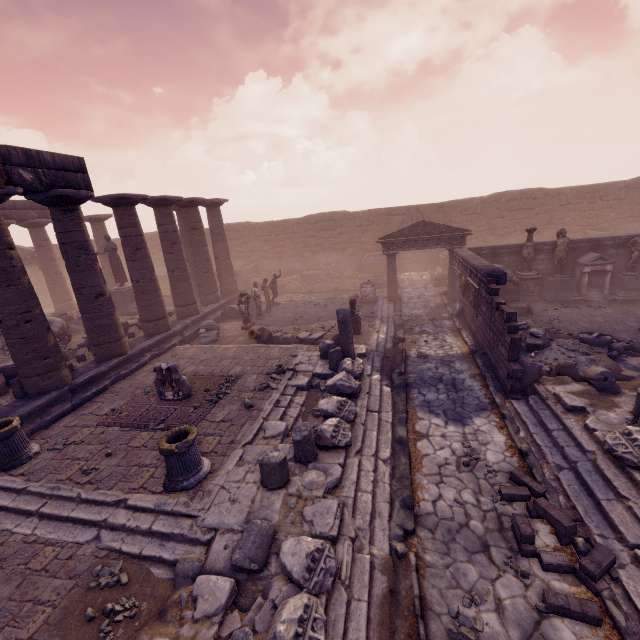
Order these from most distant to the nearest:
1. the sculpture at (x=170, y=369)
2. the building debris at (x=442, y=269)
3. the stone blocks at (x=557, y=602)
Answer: the building debris at (x=442, y=269)
the sculpture at (x=170, y=369)
the stone blocks at (x=557, y=602)

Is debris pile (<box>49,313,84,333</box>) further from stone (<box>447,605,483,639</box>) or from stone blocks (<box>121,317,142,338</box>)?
stone (<box>447,605,483,639</box>)

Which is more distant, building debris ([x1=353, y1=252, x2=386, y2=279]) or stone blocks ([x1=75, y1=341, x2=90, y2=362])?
building debris ([x1=353, y1=252, x2=386, y2=279])

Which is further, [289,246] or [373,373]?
[289,246]

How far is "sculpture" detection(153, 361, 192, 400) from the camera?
8.9 meters

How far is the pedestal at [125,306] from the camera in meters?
17.2 m

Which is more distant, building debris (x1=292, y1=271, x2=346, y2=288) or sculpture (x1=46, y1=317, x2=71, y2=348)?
building debris (x1=292, y1=271, x2=346, y2=288)

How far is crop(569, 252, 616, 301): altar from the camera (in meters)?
14.35
